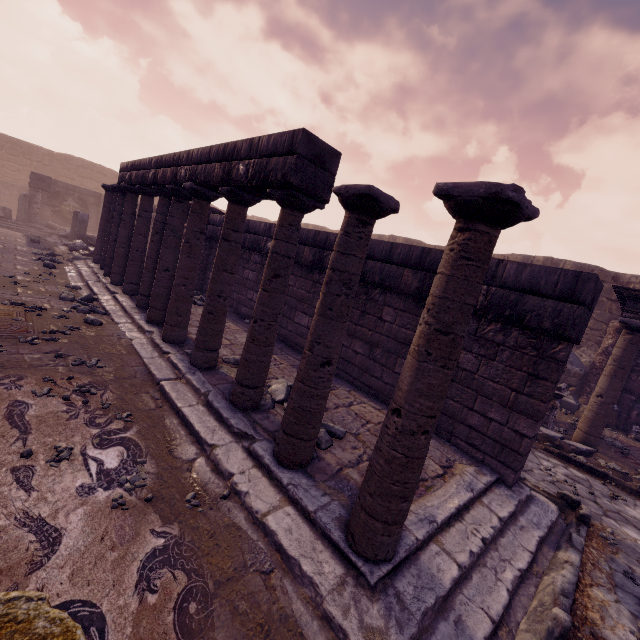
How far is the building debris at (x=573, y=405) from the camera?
10.37m

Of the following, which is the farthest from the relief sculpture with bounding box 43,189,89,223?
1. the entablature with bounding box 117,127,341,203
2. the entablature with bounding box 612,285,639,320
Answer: the entablature with bounding box 612,285,639,320

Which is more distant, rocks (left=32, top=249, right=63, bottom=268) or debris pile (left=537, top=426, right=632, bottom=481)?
rocks (left=32, top=249, right=63, bottom=268)

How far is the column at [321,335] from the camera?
2.6m

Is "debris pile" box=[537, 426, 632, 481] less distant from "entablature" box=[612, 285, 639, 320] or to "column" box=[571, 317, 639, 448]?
"column" box=[571, 317, 639, 448]

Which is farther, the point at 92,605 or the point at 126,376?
the point at 126,376

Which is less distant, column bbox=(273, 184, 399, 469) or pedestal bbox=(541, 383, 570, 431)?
column bbox=(273, 184, 399, 469)

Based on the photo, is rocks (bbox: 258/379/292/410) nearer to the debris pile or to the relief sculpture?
the debris pile
